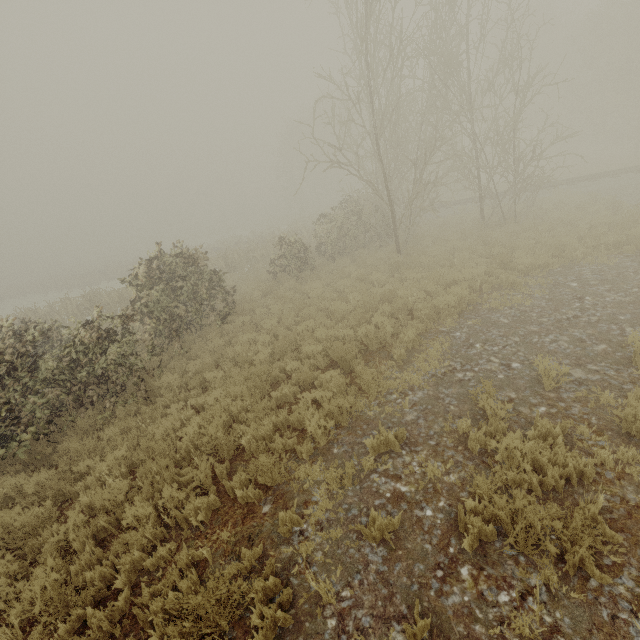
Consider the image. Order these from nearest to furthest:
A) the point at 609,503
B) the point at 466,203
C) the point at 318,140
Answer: the point at 609,503, the point at 466,203, the point at 318,140
